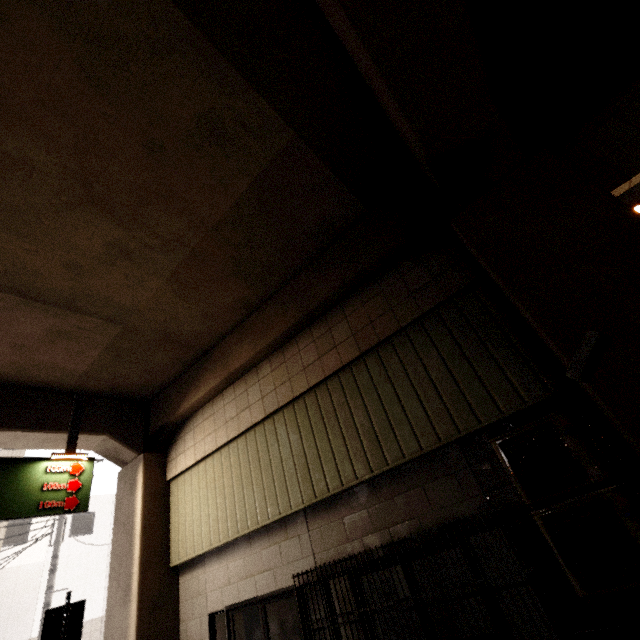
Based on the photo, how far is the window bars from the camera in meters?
7.1

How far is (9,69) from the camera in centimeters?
328cm

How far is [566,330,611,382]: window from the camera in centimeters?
290cm

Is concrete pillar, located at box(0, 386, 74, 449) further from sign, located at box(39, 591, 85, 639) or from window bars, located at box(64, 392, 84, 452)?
sign, located at box(39, 591, 85, 639)

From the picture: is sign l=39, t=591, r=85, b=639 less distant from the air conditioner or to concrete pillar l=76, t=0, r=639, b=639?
concrete pillar l=76, t=0, r=639, b=639

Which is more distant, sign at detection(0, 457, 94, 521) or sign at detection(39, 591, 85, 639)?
sign at detection(0, 457, 94, 521)

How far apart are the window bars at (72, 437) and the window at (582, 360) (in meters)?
9.03

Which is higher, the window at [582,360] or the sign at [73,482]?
the sign at [73,482]
